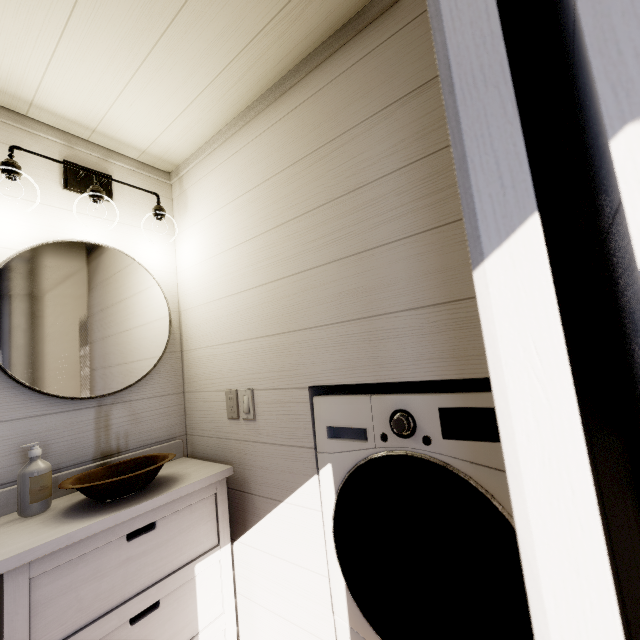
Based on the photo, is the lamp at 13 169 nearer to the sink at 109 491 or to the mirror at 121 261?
the mirror at 121 261

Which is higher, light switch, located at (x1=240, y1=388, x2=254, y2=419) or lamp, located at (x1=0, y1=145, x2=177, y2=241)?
lamp, located at (x1=0, y1=145, x2=177, y2=241)

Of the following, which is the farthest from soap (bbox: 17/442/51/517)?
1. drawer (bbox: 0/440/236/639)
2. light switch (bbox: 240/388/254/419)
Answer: light switch (bbox: 240/388/254/419)

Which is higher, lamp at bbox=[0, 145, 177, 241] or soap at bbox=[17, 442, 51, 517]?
lamp at bbox=[0, 145, 177, 241]

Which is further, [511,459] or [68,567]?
[68,567]

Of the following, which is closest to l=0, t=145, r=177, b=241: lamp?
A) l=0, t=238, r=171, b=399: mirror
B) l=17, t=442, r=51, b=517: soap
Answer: l=0, t=238, r=171, b=399: mirror

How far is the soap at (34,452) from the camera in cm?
106

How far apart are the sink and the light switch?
0.32m
